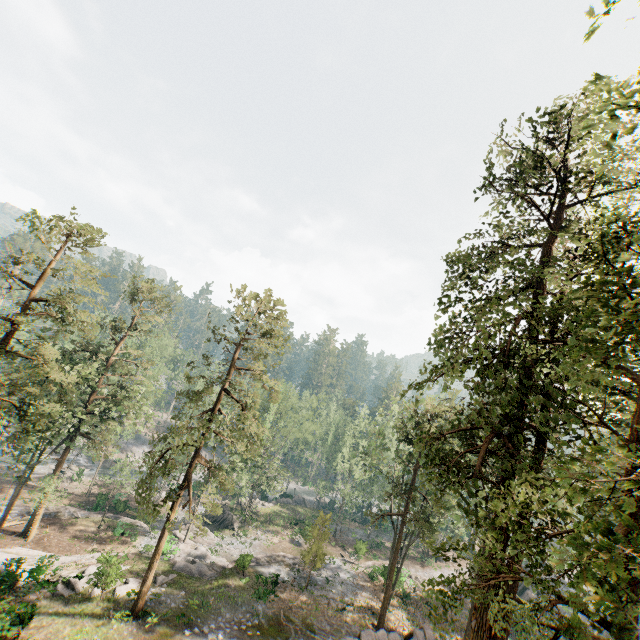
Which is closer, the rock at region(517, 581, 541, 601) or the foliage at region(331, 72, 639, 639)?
the foliage at region(331, 72, 639, 639)

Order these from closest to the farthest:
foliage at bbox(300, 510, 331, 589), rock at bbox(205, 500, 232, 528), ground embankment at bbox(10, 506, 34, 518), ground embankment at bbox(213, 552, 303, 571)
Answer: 1. ground embankment at bbox(213, 552, 303, 571)
2. foliage at bbox(300, 510, 331, 589)
3. ground embankment at bbox(10, 506, 34, 518)
4. rock at bbox(205, 500, 232, 528)

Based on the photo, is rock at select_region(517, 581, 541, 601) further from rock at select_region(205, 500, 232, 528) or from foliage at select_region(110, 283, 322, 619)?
rock at select_region(205, 500, 232, 528)

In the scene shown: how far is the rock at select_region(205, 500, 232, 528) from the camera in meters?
42.6

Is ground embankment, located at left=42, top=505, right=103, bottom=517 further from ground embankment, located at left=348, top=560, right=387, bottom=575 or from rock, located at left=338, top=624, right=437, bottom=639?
rock, located at left=338, top=624, right=437, bottom=639

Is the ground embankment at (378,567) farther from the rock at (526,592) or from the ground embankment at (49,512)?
the ground embankment at (49,512)

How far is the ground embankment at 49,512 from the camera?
35.18m

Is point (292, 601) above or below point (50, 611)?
above
